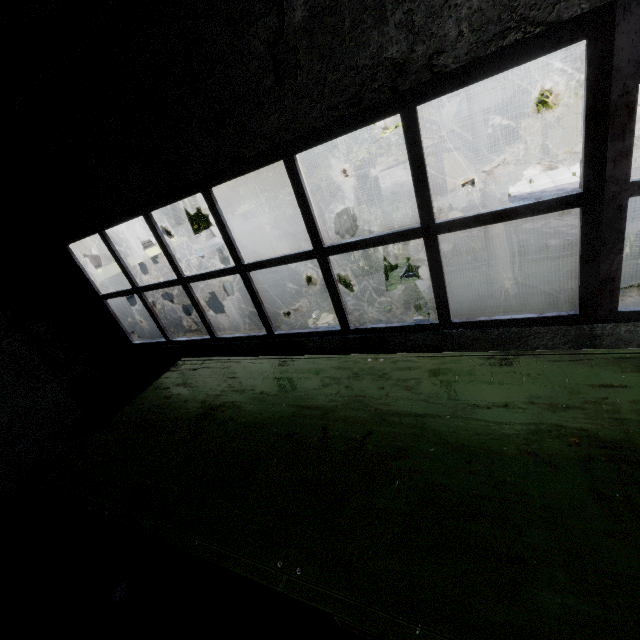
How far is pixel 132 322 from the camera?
11.84m

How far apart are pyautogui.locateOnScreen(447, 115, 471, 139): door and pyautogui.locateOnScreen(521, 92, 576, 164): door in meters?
2.7

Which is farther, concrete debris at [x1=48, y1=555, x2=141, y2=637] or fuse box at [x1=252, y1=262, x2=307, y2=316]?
fuse box at [x1=252, y1=262, x2=307, y2=316]

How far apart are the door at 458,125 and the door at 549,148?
2.69m

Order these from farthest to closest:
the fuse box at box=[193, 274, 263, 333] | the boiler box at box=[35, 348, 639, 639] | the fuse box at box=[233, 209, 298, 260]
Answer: the fuse box at box=[233, 209, 298, 260], the fuse box at box=[193, 274, 263, 333], the boiler box at box=[35, 348, 639, 639]

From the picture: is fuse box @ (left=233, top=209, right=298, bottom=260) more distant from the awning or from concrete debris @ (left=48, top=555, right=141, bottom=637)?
the awning

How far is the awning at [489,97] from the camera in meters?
18.5

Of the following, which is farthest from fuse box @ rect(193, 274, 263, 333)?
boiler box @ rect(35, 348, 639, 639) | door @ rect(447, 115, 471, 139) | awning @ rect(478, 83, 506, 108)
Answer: awning @ rect(478, 83, 506, 108)
